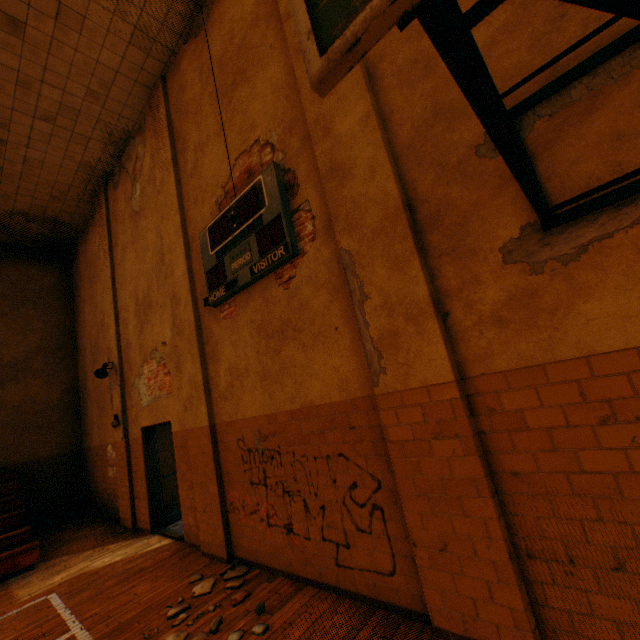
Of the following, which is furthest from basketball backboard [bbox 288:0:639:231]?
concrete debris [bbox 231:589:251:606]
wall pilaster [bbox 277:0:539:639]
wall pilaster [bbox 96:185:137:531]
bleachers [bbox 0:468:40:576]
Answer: bleachers [bbox 0:468:40:576]

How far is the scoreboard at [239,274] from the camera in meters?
4.0

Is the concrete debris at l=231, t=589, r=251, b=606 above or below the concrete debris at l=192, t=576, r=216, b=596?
below

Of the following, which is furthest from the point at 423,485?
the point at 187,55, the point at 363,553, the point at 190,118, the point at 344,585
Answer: the point at 187,55

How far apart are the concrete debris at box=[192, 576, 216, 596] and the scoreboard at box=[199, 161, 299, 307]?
3.75m

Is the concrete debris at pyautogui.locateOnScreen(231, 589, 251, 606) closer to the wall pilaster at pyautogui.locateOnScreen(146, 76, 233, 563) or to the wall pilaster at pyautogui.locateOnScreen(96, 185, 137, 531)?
the wall pilaster at pyautogui.locateOnScreen(146, 76, 233, 563)

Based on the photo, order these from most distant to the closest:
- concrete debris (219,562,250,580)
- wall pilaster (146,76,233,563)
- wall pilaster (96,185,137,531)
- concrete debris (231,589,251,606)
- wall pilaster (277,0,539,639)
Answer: wall pilaster (96,185,137,531)
wall pilaster (146,76,233,563)
concrete debris (219,562,250,580)
concrete debris (231,589,251,606)
wall pilaster (277,0,539,639)

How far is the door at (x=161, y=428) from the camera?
6.8m
